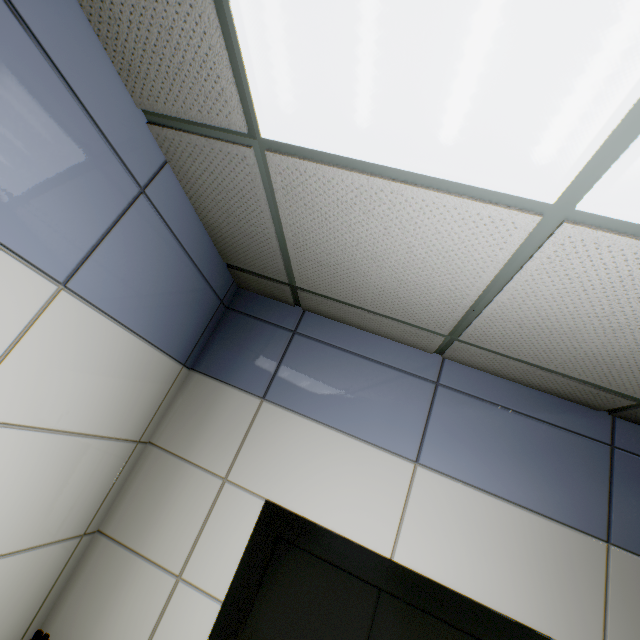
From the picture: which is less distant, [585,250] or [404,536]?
[585,250]
